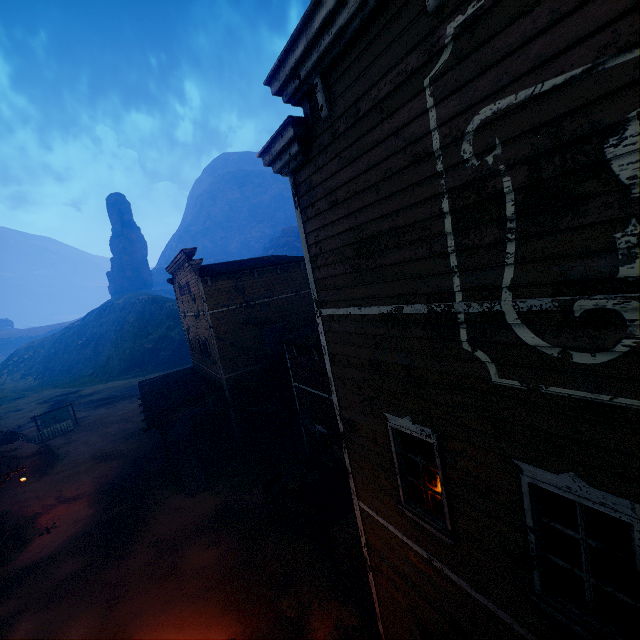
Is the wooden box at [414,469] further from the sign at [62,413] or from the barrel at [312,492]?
the sign at [62,413]

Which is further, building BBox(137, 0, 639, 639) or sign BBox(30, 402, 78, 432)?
sign BBox(30, 402, 78, 432)

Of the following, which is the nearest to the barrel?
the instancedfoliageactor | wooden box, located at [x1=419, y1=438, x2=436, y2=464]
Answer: wooden box, located at [x1=419, y1=438, x2=436, y2=464]

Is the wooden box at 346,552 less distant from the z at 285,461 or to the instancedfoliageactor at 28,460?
the z at 285,461

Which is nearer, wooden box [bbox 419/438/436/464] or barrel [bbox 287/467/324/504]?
wooden box [bbox 419/438/436/464]

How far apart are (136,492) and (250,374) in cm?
888

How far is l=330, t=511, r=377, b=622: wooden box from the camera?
9.1m

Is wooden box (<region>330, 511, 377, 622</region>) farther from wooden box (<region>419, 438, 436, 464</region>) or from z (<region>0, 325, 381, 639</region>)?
wooden box (<region>419, 438, 436, 464</region>)
